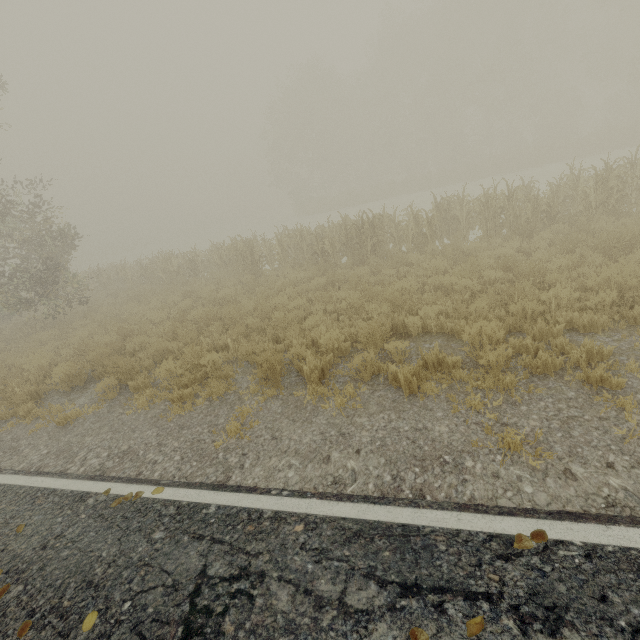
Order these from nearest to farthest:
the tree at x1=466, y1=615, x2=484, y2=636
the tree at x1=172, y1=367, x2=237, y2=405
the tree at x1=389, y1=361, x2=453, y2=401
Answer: the tree at x1=466, y1=615, x2=484, y2=636
the tree at x1=389, y1=361, x2=453, y2=401
the tree at x1=172, y1=367, x2=237, y2=405

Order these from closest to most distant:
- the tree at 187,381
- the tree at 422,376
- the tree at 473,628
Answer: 1. the tree at 473,628
2. the tree at 422,376
3. the tree at 187,381

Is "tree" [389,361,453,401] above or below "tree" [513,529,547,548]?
below

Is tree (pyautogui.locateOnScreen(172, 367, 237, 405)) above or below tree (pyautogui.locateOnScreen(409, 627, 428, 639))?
below

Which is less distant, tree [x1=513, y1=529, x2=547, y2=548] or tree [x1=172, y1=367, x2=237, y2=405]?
tree [x1=513, y1=529, x2=547, y2=548]

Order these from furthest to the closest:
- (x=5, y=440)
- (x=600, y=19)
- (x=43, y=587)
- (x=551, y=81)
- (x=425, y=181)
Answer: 1. (x=600, y=19)
2. (x=425, y=181)
3. (x=551, y=81)
4. (x=5, y=440)
5. (x=43, y=587)

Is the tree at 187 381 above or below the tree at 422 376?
above
